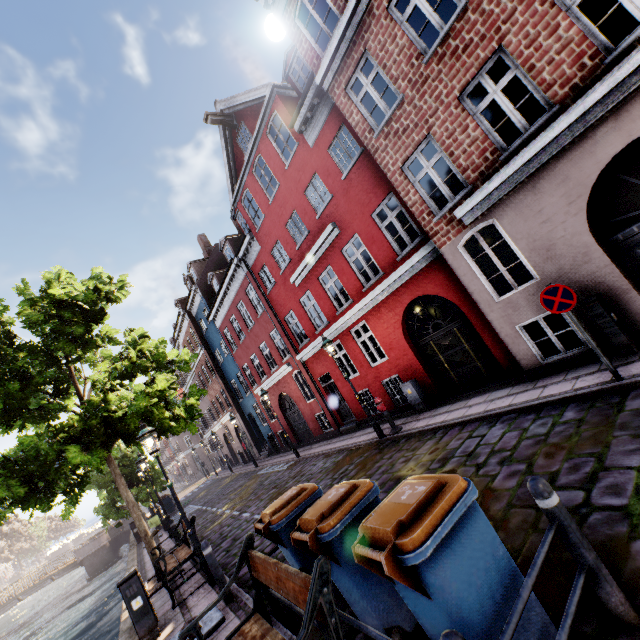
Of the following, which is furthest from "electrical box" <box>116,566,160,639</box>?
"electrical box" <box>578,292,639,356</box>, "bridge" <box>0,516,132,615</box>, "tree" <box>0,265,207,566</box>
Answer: "bridge" <box>0,516,132,615</box>

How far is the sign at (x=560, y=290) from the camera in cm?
559

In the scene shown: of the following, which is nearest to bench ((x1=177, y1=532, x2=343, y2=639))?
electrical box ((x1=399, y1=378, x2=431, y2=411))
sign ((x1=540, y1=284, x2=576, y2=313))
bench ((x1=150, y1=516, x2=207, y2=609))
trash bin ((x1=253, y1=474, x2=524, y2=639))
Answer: trash bin ((x1=253, y1=474, x2=524, y2=639))

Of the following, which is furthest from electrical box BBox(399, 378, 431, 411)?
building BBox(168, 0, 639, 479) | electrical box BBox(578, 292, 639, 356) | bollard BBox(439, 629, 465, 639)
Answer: bollard BBox(439, 629, 465, 639)

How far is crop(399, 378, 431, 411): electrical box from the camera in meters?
11.0 m

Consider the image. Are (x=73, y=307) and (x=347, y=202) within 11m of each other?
yes

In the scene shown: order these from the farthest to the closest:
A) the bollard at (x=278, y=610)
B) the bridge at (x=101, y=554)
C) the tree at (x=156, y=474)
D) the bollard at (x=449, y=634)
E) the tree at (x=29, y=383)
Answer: the bridge at (x=101, y=554), the tree at (x=156, y=474), the tree at (x=29, y=383), the bollard at (x=278, y=610), the bollard at (x=449, y=634)

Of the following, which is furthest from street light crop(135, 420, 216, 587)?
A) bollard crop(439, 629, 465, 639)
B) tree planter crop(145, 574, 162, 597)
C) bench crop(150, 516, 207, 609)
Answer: bollard crop(439, 629, 465, 639)
